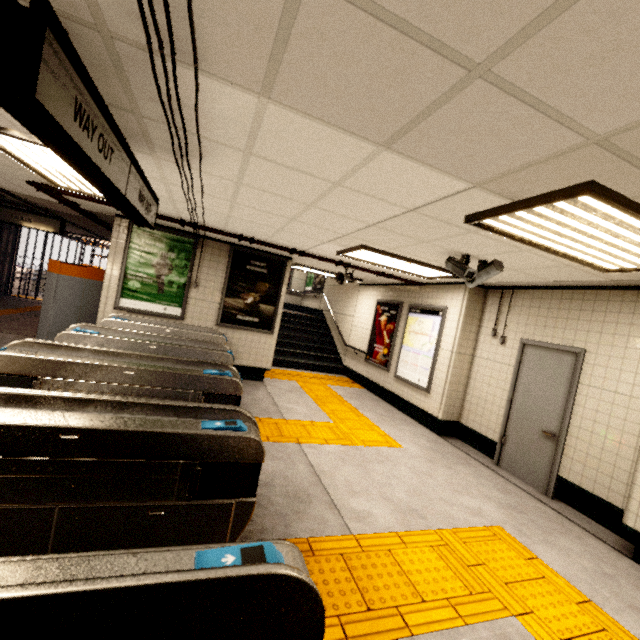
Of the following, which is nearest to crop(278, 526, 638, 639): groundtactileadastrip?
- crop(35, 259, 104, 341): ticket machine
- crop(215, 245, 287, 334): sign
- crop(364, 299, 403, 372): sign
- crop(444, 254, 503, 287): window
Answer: crop(364, 299, 403, 372): sign

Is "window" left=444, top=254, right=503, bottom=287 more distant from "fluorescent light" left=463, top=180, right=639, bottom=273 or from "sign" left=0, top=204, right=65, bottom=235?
"sign" left=0, top=204, right=65, bottom=235

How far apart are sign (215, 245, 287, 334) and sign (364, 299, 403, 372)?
2.9 meters

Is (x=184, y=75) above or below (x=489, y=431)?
above

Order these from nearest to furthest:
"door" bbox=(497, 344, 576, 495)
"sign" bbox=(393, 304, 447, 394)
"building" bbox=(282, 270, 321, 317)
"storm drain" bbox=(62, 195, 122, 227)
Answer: "door" bbox=(497, 344, 576, 495)
"storm drain" bbox=(62, 195, 122, 227)
"sign" bbox=(393, 304, 447, 394)
"building" bbox=(282, 270, 321, 317)

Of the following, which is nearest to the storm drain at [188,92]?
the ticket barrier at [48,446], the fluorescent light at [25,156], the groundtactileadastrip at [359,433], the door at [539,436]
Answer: the fluorescent light at [25,156]

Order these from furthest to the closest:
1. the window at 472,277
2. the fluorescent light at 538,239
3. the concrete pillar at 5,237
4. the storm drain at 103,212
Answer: the concrete pillar at 5,237 → the storm drain at 103,212 → the window at 472,277 → the fluorescent light at 538,239

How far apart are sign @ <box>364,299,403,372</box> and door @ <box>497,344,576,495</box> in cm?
300
